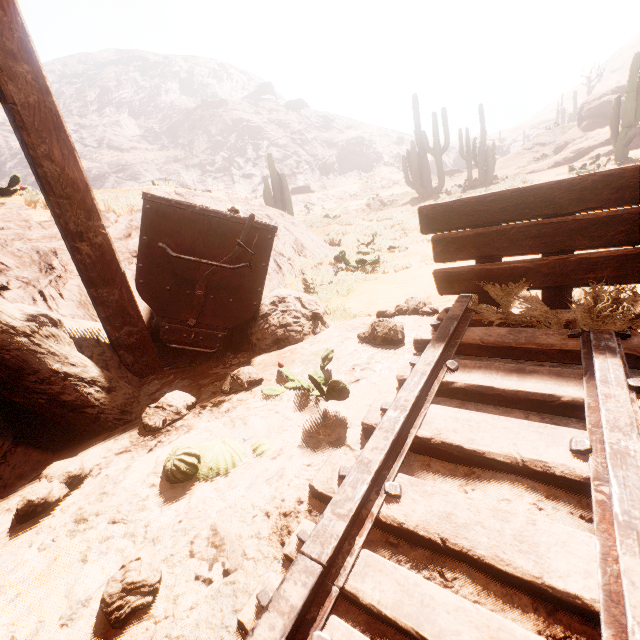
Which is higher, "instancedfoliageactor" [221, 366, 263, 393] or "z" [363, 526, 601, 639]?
"instancedfoliageactor" [221, 366, 263, 393]

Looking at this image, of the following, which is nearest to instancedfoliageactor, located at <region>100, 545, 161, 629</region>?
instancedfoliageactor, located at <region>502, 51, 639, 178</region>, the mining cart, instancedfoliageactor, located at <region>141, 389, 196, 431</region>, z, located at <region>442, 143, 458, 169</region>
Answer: instancedfoliageactor, located at <region>141, 389, 196, 431</region>

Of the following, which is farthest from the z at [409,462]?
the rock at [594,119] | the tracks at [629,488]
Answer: the rock at [594,119]

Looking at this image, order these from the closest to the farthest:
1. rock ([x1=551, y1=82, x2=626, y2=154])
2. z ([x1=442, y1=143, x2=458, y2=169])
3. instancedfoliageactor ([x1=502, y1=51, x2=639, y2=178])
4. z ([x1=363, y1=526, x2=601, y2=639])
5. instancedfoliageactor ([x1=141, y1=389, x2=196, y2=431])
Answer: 1. z ([x1=363, y1=526, x2=601, y2=639])
2. instancedfoliageactor ([x1=141, y1=389, x2=196, y2=431])
3. instancedfoliageactor ([x1=502, y1=51, x2=639, y2=178])
4. rock ([x1=551, y1=82, x2=626, y2=154])
5. z ([x1=442, y1=143, x2=458, y2=169])

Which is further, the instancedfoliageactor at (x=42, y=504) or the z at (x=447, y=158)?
the z at (x=447, y=158)

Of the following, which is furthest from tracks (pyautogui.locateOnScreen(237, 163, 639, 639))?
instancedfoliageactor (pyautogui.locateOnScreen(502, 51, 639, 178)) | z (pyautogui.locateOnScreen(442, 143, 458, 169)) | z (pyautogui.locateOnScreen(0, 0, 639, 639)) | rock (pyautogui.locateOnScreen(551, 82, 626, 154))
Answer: z (pyautogui.locateOnScreen(442, 143, 458, 169))

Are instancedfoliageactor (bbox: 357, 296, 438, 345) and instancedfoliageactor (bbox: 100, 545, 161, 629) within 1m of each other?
no

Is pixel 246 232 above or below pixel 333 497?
above
